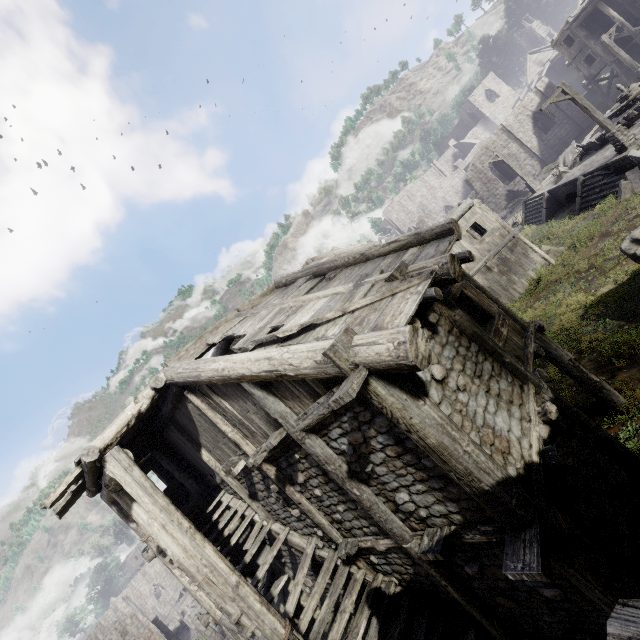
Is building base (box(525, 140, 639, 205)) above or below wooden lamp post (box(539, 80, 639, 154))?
below

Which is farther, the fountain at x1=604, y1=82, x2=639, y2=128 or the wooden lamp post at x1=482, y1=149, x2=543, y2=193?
the wooden lamp post at x1=482, y1=149, x2=543, y2=193

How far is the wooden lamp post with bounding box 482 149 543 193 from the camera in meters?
25.8

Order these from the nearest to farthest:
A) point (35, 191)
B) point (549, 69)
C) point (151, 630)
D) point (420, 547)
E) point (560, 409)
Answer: point (420, 547), point (560, 409), point (151, 630), point (549, 69), point (35, 191)

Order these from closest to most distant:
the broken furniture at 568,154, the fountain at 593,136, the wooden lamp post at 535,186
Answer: the fountain at 593,136 < the broken furniture at 568,154 < the wooden lamp post at 535,186

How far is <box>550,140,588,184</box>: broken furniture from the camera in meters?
22.2

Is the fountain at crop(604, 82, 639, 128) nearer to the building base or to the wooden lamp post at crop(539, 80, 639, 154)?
the building base

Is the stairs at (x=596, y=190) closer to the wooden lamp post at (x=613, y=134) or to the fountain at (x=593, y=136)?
the wooden lamp post at (x=613, y=134)
